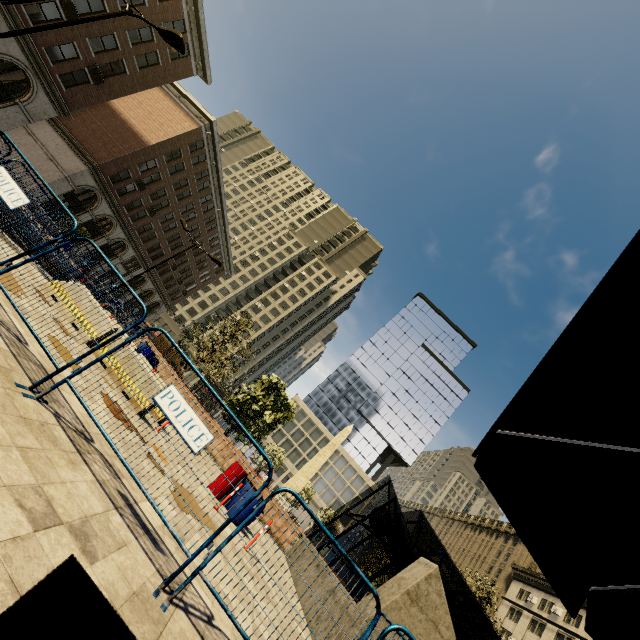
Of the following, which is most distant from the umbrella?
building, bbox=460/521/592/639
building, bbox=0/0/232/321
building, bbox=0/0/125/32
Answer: building, bbox=0/0/232/321

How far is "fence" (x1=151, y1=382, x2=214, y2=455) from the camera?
4.0 meters

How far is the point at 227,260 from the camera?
58.4 meters

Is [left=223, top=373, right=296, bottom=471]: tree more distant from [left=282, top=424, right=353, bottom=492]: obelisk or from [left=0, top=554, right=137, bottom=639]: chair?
[left=0, top=554, right=137, bottom=639]: chair

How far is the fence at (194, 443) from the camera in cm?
401

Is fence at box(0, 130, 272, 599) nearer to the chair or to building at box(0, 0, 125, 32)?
the chair

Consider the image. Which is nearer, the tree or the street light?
the street light

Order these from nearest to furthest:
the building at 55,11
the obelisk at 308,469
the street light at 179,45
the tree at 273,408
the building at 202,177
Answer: the street light at 179,45 → the tree at 273,408 → the building at 55,11 → the building at 202,177 → the obelisk at 308,469
